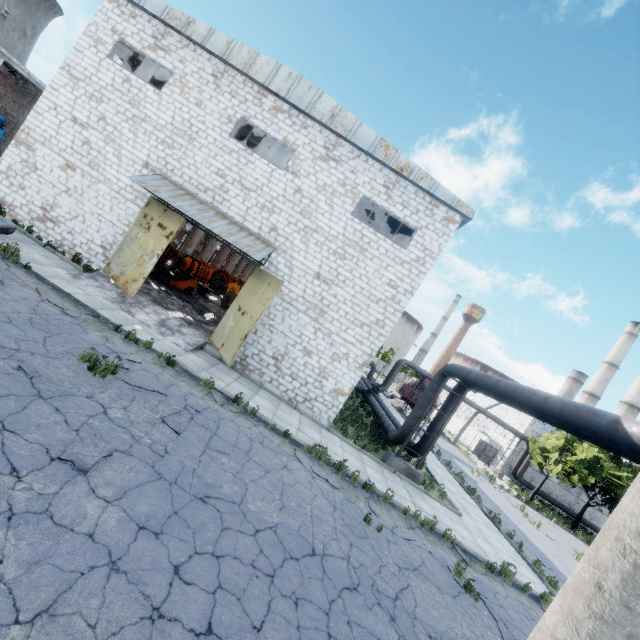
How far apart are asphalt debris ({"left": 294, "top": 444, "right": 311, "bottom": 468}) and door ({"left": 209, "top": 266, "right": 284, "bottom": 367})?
4.0 meters

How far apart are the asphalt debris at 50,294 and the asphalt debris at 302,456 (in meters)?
7.39

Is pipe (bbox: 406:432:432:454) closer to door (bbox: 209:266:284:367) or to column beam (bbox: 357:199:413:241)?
column beam (bbox: 357:199:413:241)

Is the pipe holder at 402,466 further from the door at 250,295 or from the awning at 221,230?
the awning at 221,230

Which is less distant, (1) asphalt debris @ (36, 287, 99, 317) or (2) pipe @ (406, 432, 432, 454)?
(1) asphalt debris @ (36, 287, 99, 317)

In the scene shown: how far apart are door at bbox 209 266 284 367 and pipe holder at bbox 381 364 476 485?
7.7 meters

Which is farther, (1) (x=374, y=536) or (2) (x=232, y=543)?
(1) (x=374, y=536)

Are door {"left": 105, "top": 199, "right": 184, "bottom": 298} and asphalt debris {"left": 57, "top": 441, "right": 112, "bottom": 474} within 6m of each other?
no
